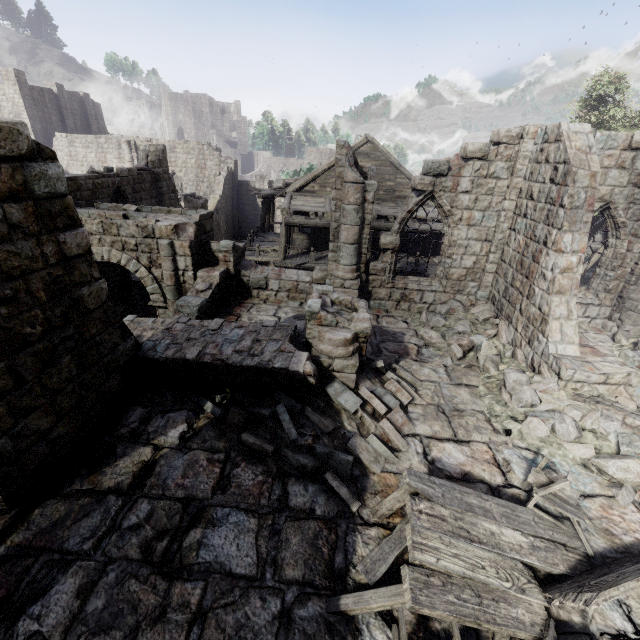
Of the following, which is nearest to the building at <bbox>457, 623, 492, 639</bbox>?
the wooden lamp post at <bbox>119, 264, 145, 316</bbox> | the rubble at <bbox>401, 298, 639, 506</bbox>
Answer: the rubble at <bbox>401, 298, 639, 506</bbox>

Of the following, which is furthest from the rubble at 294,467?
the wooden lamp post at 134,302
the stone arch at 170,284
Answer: the wooden lamp post at 134,302

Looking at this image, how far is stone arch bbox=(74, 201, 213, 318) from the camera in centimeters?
1038cm

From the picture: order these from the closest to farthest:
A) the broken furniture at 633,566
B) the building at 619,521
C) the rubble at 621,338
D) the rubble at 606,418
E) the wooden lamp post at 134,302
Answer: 1. the broken furniture at 633,566
2. the building at 619,521
3. the rubble at 606,418
4. the rubble at 621,338
5. the wooden lamp post at 134,302

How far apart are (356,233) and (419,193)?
2.47m

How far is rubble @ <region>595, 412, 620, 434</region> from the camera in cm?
623

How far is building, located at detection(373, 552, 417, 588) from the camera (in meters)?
4.04

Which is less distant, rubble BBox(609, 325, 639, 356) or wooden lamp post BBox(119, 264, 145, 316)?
rubble BBox(609, 325, 639, 356)
